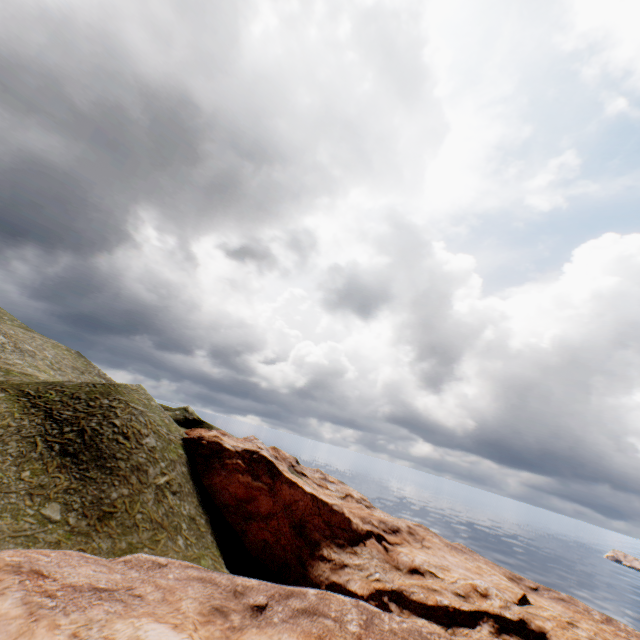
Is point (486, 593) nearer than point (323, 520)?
Yes
